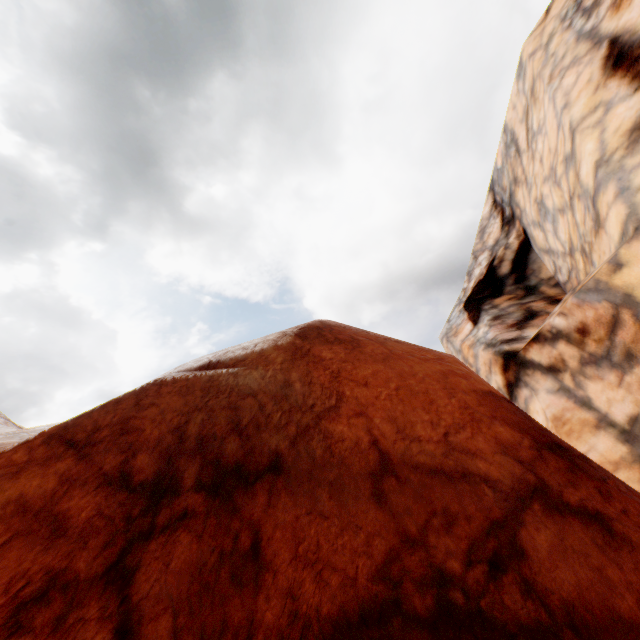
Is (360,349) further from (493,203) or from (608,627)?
(493,203)
